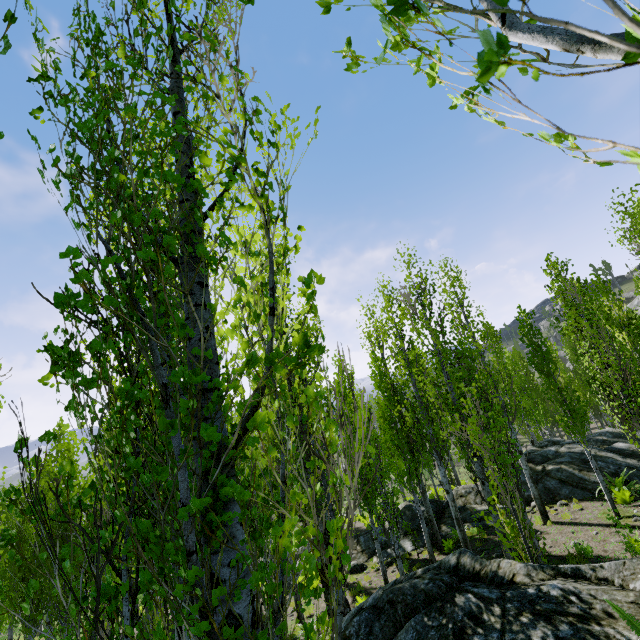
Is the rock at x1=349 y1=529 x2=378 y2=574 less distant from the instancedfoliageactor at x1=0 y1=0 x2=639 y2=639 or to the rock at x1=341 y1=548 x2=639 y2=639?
the instancedfoliageactor at x1=0 y1=0 x2=639 y2=639

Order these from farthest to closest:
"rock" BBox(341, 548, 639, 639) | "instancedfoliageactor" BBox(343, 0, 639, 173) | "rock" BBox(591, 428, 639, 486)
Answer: "rock" BBox(591, 428, 639, 486) → "rock" BBox(341, 548, 639, 639) → "instancedfoliageactor" BBox(343, 0, 639, 173)

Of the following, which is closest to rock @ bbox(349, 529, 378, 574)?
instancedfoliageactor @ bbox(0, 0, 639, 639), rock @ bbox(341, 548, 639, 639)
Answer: instancedfoliageactor @ bbox(0, 0, 639, 639)

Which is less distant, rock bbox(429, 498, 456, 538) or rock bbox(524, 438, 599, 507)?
rock bbox(524, 438, 599, 507)

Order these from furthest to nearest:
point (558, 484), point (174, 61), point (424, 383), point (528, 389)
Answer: point (528, 389) < point (558, 484) < point (424, 383) < point (174, 61)

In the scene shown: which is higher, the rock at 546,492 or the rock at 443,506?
the rock at 546,492

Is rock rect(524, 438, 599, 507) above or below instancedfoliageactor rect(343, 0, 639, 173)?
below

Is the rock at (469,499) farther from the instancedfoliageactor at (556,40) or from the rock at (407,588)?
the rock at (407,588)
